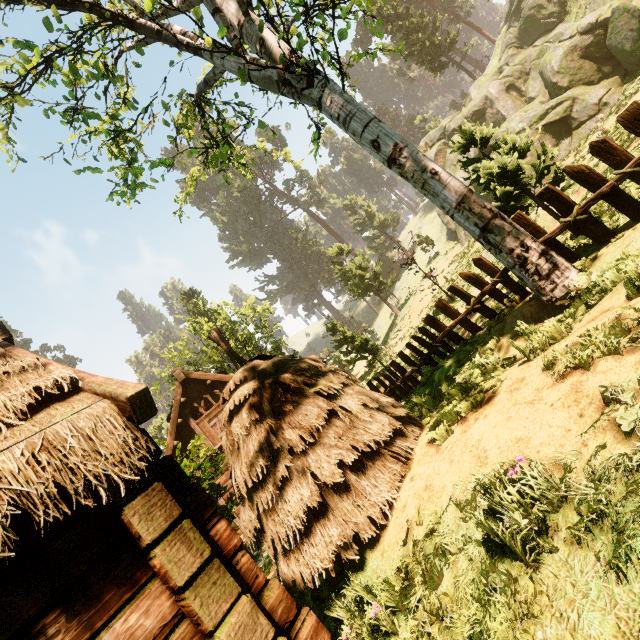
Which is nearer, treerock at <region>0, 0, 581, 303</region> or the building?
the building

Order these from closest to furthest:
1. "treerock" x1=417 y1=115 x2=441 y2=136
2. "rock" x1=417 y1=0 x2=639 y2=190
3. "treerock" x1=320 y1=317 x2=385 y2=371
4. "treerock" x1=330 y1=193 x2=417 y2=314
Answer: "rock" x1=417 y1=0 x2=639 y2=190 → "treerock" x1=320 y1=317 x2=385 y2=371 → "treerock" x1=330 y1=193 x2=417 y2=314 → "treerock" x1=417 y1=115 x2=441 y2=136

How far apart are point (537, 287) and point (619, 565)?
4.5m

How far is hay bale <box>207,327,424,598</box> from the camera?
4.06m

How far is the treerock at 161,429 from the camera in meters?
10.5 m

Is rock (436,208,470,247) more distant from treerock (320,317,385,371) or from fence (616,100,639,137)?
fence (616,100,639,137)

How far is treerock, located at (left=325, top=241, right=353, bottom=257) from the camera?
37.4 meters
